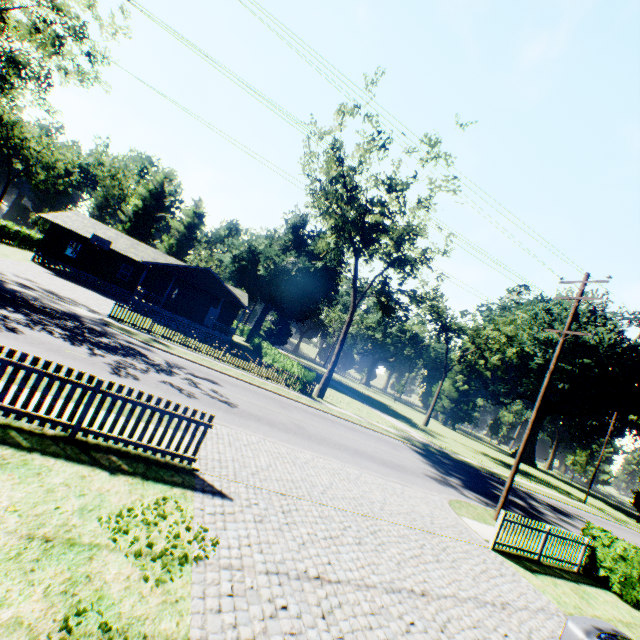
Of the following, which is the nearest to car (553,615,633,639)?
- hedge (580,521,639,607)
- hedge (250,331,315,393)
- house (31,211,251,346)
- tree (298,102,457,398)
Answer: hedge (580,521,639,607)

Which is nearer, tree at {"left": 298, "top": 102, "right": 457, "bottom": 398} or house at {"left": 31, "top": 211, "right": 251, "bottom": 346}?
tree at {"left": 298, "top": 102, "right": 457, "bottom": 398}

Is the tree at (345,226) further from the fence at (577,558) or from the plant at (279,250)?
the plant at (279,250)

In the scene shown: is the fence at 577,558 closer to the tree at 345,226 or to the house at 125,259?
the tree at 345,226

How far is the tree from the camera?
22.88m

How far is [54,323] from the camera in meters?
13.7 m

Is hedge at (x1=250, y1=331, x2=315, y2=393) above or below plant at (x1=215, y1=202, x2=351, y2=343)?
below

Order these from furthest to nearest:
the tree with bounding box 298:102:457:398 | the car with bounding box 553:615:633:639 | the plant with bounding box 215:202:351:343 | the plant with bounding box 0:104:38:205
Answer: the plant with bounding box 0:104:38:205
the plant with bounding box 215:202:351:343
the tree with bounding box 298:102:457:398
the car with bounding box 553:615:633:639
